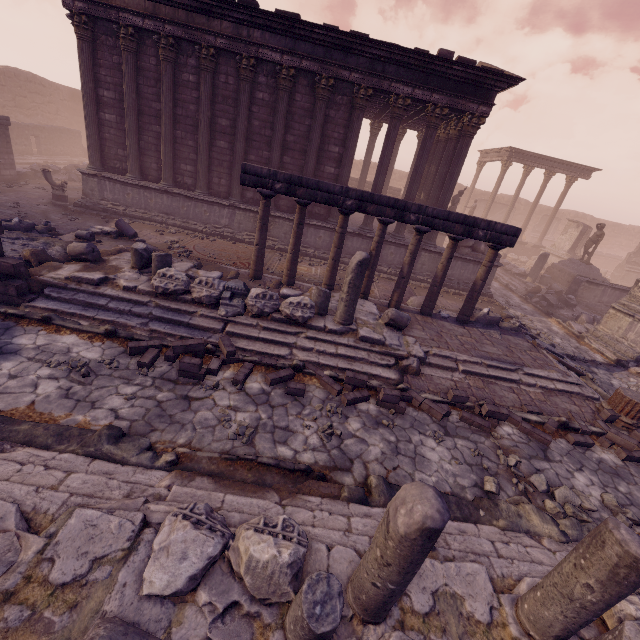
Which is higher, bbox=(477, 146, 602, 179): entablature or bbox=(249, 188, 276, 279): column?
bbox=(477, 146, 602, 179): entablature

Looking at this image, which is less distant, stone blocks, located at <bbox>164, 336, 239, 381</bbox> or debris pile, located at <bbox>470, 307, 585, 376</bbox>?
stone blocks, located at <bbox>164, 336, 239, 381</bbox>

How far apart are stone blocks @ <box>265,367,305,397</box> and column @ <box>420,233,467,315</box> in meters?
4.1 m

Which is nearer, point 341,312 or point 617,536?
point 617,536

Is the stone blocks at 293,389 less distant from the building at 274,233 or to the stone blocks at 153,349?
the stone blocks at 153,349

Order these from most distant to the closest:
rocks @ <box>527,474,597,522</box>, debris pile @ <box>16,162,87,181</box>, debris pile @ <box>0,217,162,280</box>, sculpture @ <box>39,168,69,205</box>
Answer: debris pile @ <box>16,162,87,181</box>
sculpture @ <box>39,168,69,205</box>
debris pile @ <box>0,217,162,280</box>
rocks @ <box>527,474,597,522</box>

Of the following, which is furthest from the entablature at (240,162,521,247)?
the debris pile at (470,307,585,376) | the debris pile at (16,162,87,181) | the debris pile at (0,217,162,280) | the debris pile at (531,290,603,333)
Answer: the debris pile at (16,162,87,181)

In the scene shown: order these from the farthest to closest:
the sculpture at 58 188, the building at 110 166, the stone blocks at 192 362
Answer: the sculpture at 58 188 → the building at 110 166 → the stone blocks at 192 362
